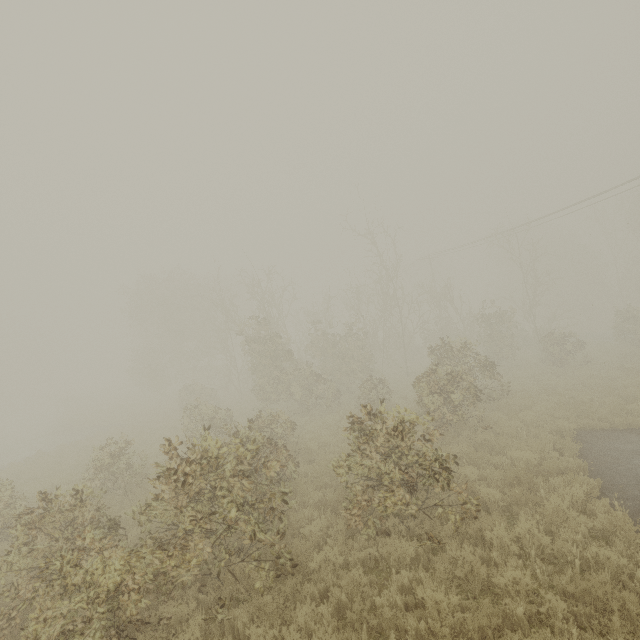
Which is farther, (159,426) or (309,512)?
(159,426)
